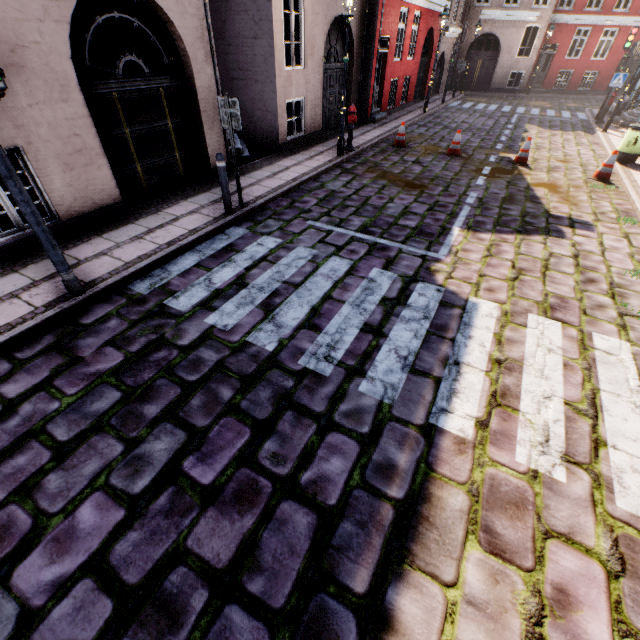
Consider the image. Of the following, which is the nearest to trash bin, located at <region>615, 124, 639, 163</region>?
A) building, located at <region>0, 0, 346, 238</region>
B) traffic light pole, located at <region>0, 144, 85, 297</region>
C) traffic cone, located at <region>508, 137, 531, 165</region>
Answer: building, located at <region>0, 0, 346, 238</region>

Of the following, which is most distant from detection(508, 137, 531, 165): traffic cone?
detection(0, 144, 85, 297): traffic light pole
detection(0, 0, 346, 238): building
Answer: detection(0, 144, 85, 297): traffic light pole

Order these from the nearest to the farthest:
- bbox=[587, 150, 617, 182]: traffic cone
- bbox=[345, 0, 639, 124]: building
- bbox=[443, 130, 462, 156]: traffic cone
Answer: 1. bbox=[587, 150, 617, 182]: traffic cone
2. bbox=[443, 130, 462, 156]: traffic cone
3. bbox=[345, 0, 639, 124]: building

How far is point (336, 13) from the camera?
10.4m

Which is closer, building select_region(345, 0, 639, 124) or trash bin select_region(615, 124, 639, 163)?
trash bin select_region(615, 124, 639, 163)

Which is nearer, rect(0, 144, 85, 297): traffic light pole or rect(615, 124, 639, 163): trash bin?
rect(0, 144, 85, 297): traffic light pole

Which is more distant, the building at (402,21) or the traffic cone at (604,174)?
the building at (402,21)

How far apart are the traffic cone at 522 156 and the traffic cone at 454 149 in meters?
1.4
